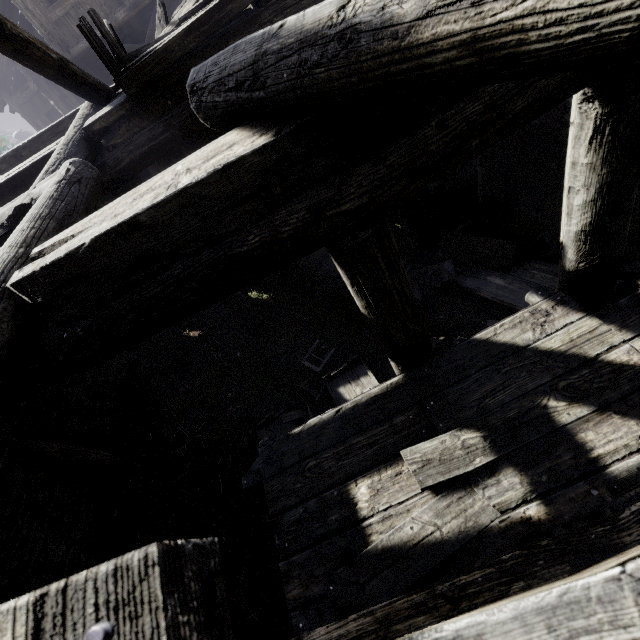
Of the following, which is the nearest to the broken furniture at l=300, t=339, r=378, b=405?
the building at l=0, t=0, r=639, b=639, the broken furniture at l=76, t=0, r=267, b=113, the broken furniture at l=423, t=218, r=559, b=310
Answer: the building at l=0, t=0, r=639, b=639

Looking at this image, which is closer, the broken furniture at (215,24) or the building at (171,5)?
the broken furniture at (215,24)

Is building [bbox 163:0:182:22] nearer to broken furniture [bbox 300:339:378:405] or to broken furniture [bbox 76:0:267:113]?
broken furniture [bbox 76:0:267:113]

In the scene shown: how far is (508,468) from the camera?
3.01m

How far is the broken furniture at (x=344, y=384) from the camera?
6.4m

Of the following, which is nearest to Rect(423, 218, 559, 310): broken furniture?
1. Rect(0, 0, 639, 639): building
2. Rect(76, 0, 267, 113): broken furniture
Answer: Answer: Rect(0, 0, 639, 639): building

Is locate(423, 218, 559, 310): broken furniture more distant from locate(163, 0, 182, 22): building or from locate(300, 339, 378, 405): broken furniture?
locate(300, 339, 378, 405): broken furniture
